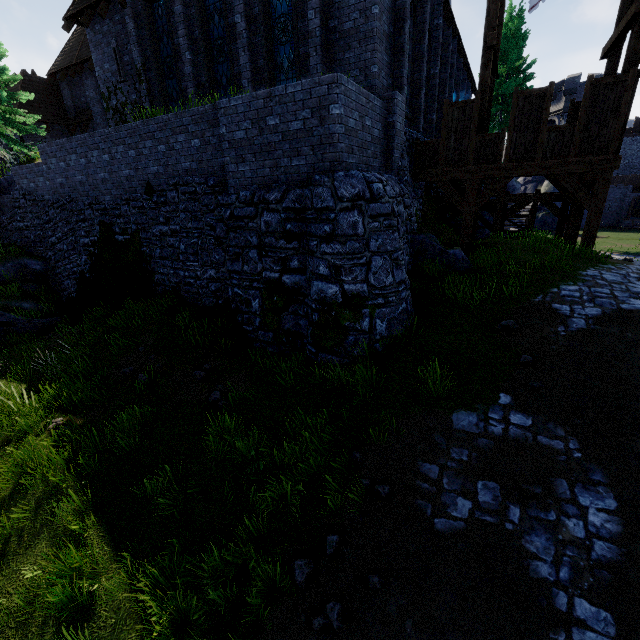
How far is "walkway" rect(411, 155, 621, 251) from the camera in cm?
1024

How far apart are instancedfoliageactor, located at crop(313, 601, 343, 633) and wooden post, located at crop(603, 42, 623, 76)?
16.10m

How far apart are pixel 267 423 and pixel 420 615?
3.7 meters

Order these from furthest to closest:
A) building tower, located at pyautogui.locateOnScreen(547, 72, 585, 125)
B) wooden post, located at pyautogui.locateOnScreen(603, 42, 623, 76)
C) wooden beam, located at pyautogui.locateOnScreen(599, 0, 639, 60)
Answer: building tower, located at pyautogui.locateOnScreen(547, 72, 585, 125)
wooden post, located at pyautogui.locateOnScreen(603, 42, 623, 76)
wooden beam, located at pyautogui.locateOnScreen(599, 0, 639, 60)

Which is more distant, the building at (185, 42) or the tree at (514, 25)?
the tree at (514, 25)

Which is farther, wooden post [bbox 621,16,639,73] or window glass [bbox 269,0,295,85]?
window glass [bbox 269,0,295,85]

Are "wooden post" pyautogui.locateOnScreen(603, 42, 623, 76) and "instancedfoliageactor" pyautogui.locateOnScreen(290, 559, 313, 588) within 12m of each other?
no

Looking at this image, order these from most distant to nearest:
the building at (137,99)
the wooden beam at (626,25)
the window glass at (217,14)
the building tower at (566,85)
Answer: the building tower at (566,85)
the building at (137,99)
the window glass at (217,14)
the wooden beam at (626,25)
